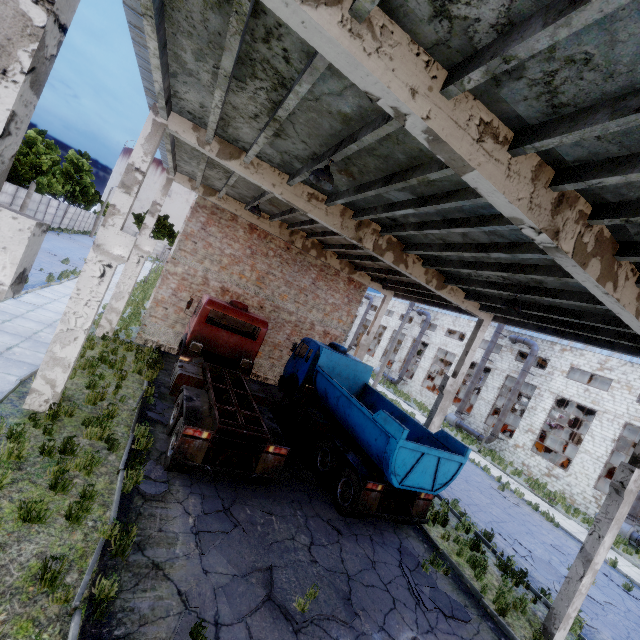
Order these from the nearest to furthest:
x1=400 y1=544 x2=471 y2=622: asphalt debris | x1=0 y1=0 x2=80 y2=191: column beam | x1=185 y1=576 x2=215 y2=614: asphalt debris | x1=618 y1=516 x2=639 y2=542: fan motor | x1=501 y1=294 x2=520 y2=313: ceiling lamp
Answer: x1=0 y1=0 x2=80 y2=191: column beam, x1=185 y1=576 x2=215 y2=614: asphalt debris, x1=400 y1=544 x2=471 y2=622: asphalt debris, x1=501 y1=294 x2=520 y2=313: ceiling lamp, x1=618 y1=516 x2=639 y2=542: fan motor

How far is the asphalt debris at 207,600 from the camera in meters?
5.1 m

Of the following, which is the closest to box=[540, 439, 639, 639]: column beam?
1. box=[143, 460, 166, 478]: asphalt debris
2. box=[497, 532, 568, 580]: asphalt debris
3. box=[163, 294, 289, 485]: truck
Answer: box=[497, 532, 568, 580]: asphalt debris

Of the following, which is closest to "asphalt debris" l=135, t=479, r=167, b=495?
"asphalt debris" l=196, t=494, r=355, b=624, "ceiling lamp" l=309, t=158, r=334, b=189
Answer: "asphalt debris" l=196, t=494, r=355, b=624

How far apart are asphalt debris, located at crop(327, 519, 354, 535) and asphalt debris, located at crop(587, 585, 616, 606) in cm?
754

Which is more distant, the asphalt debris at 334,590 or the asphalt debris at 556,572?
the asphalt debris at 556,572

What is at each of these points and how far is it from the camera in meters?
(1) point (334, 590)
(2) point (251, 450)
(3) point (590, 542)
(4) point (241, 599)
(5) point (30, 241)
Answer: (1) asphalt debris, 6.6
(2) truck, 8.1
(3) column beam, 8.0
(4) asphalt debris, 5.6
(5) column beam, 2.6

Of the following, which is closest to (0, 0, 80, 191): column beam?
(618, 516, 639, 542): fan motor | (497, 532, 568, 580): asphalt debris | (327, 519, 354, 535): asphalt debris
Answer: (497, 532, 568, 580): asphalt debris
